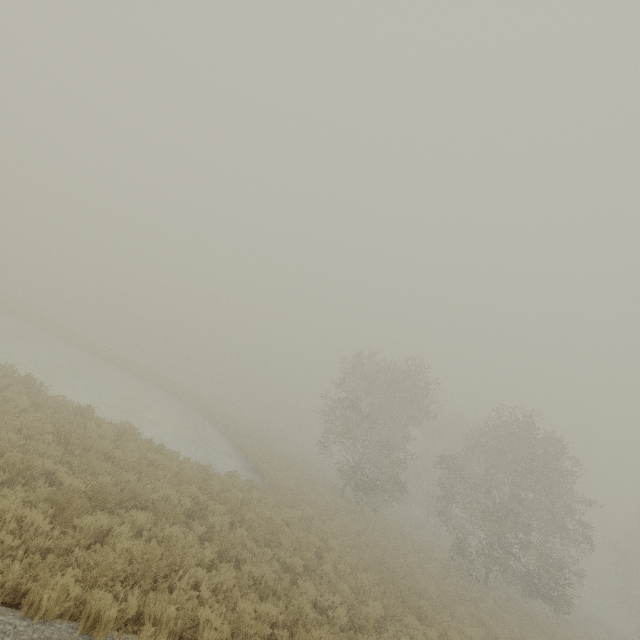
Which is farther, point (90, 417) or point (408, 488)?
point (408, 488)
